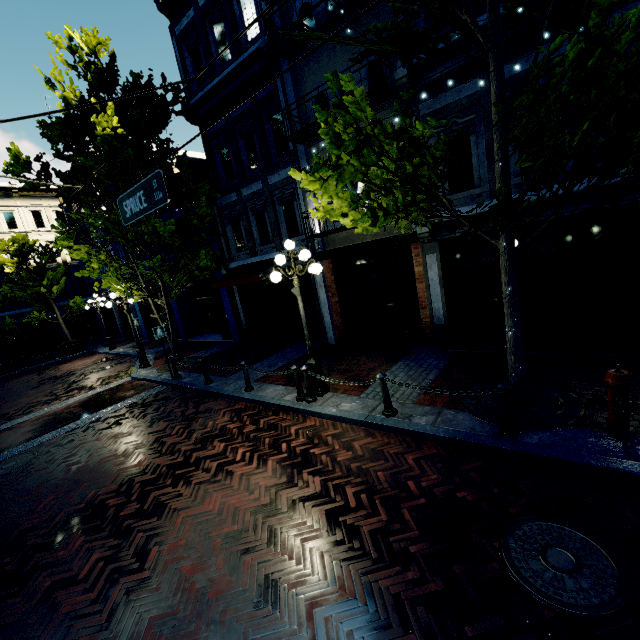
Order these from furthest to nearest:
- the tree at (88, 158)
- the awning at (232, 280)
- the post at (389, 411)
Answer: the awning at (232, 280) → the tree at (88, 158) → the post at (389, 411)

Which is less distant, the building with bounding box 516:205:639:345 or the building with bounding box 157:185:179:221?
the building with bounding box 516:205:639:345

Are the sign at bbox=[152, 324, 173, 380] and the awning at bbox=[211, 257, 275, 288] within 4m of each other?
yes

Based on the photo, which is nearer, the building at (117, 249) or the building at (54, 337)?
the building at (117, 249)

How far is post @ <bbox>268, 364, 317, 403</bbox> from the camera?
7.29m

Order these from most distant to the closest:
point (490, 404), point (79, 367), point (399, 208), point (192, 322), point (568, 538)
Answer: point (192, 322) → point (79, 367) → point (490, 404) → point (399, 208) → point (568, 538)

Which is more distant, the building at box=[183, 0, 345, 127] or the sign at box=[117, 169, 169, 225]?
the building at box=[183, 0, 345, 127]

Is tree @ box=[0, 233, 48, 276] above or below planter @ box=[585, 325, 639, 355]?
above
